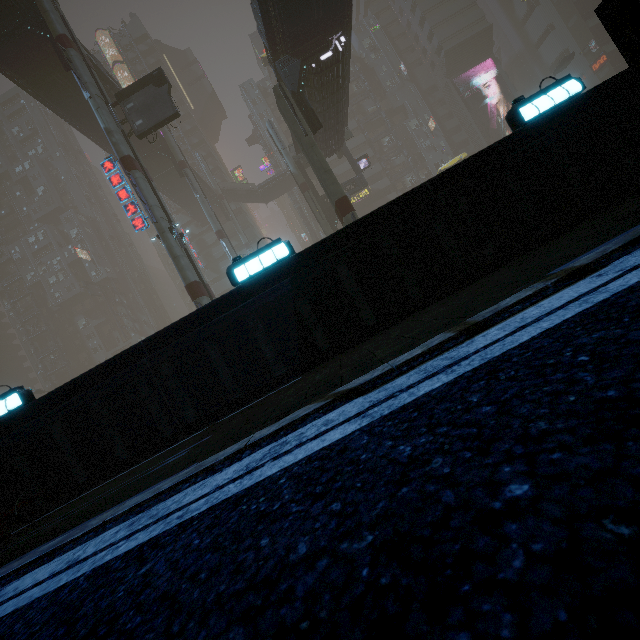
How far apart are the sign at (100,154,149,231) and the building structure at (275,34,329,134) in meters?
11.9

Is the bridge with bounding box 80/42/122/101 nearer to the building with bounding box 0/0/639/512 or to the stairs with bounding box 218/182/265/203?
the stairs with bounding box 218/182/265/203

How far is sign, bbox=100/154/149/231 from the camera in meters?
20.3 m

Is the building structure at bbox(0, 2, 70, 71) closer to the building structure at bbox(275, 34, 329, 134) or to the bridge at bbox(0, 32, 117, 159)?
the bridge at bbox(0, 32, 117, 159)

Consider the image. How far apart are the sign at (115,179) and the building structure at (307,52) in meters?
11.9 m

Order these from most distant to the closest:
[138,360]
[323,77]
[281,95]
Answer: [323,77], [281,95], [138,360]

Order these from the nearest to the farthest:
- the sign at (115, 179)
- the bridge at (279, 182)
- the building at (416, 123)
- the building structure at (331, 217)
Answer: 1. the building at (416, 123)
2. the sign at (115, 179)
3. the building structure at (331, 217)
4. the bridge at (279, 182)

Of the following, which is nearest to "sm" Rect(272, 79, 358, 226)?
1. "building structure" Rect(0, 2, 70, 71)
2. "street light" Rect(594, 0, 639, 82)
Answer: "building structure" Rect(0, 2, 70, 71)
